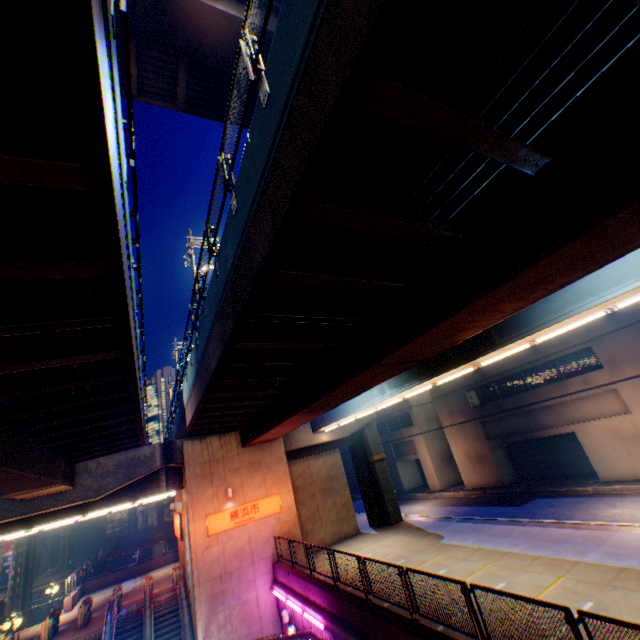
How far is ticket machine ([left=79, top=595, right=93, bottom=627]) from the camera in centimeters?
1999cm

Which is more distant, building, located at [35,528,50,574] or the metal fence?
building, located at [35,528,50,574]

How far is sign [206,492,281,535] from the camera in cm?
1870

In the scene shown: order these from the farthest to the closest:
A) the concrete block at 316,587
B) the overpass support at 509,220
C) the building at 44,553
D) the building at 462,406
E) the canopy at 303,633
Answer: the building at 44,553, the building at 462,406, the canopy at 303,633, the concrete block at 316,587, the overpass support at 509,220

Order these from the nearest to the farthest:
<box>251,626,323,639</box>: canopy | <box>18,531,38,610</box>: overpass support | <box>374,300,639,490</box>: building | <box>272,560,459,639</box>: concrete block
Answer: <box>272,560,459,639</box>: concrete block
<box>251,626,323,639</box>: canopy
<box>374,300,639,490</box>: building
<box>18,531,38,610</box>: overpass support

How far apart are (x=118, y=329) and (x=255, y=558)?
18.0 meters

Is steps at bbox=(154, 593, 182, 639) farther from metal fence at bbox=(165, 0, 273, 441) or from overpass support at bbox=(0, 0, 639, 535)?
overpass support at bbox=(0, 0, 639, 535)

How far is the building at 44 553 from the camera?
54.25m
